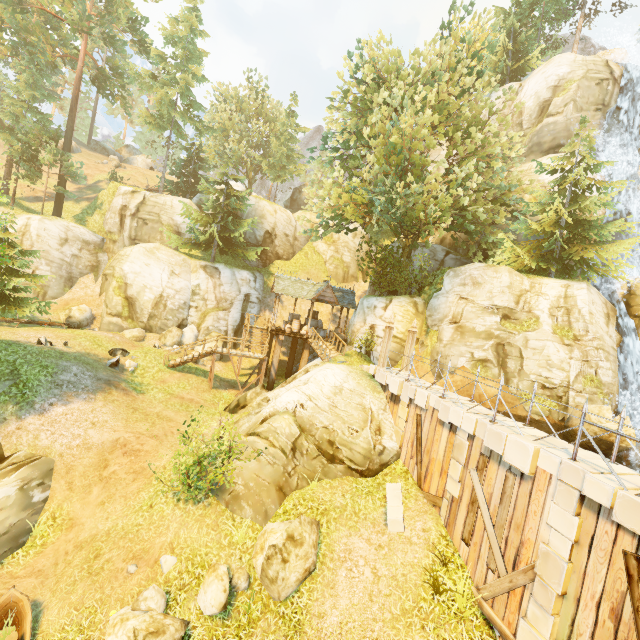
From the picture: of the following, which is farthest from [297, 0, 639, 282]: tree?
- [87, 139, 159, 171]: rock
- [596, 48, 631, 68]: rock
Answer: [596, 48, 631, 68]: rock

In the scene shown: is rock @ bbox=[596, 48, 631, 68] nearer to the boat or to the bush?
the bush

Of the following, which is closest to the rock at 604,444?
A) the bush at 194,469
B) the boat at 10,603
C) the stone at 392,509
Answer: the stone at 392,509

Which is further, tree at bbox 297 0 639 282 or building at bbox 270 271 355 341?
building at bbox 270 271 355 341

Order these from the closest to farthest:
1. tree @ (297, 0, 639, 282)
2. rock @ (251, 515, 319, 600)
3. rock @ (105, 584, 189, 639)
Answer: rock @ (105, 584, 189, 639), rock @ (251, 515, 319, 600), tree @ (297, 0, 639, 282)

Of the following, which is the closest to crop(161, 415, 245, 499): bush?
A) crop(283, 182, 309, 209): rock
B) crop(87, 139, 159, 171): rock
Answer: crop(283, 182, 309, 209): rock

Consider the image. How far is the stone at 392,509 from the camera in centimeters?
1012cm

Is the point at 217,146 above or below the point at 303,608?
above
